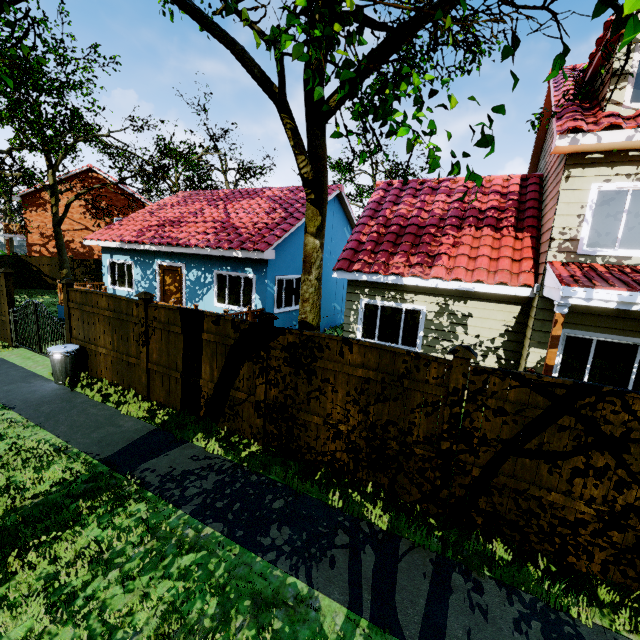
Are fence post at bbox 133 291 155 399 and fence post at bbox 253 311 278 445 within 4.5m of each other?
yes

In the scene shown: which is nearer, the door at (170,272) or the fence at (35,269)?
the door at (170,272)

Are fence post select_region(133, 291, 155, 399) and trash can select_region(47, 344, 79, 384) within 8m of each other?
yes

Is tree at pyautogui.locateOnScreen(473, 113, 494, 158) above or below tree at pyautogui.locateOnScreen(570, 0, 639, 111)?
below

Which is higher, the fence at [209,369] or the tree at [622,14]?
the tree at [622,14]

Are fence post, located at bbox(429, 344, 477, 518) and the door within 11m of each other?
no

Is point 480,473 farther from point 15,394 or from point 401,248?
point 15,394

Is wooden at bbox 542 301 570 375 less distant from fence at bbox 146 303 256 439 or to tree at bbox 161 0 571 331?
tree at bbox 161 0 571 331
